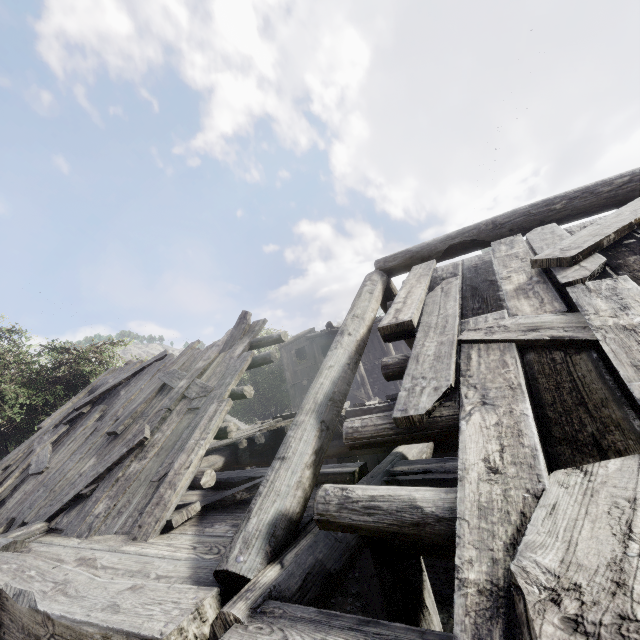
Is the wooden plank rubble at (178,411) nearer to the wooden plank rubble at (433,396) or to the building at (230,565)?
the building at (230,565)

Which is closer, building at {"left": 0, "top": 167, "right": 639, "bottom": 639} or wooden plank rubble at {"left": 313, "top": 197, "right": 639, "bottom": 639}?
wooden plank rubble at {"left": 313, "top": 197, "right": 639, "bottom": 639}

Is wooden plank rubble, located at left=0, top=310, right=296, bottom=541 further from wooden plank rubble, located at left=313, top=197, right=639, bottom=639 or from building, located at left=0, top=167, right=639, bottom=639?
wooden plank rubble, located at left=313, top=197, right=639, bottom=639

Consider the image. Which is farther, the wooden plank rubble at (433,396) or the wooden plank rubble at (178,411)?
the wooden plank rubble at (178,411)

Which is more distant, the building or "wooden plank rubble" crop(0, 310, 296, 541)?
"wooden plank rubble" crop(0, 310, 296, 541)

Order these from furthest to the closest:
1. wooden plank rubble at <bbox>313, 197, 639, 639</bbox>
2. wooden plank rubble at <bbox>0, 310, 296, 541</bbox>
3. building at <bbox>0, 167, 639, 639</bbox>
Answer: wooden plank rubble at <bbox>0, 310, 296, 541</bbox> → building at <bbox>0, 167, 639, 639</bbox> → wooden plank rubble at <bbox>313, 197, 639, 639</bbox>

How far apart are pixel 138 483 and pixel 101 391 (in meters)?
5.09
